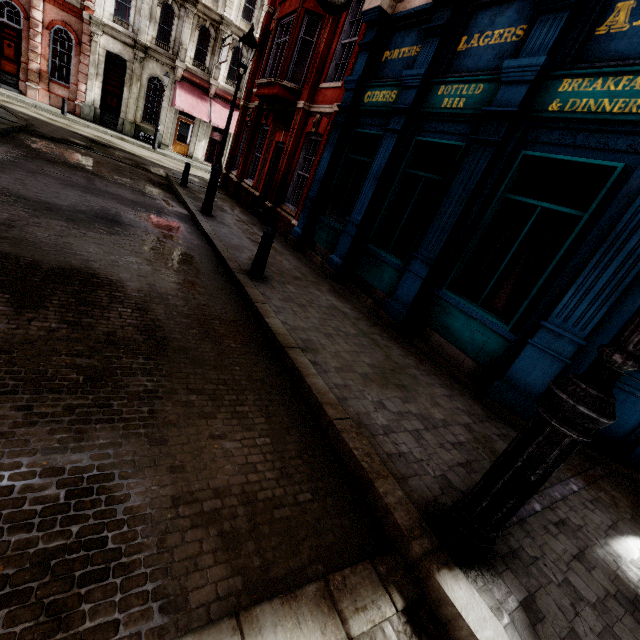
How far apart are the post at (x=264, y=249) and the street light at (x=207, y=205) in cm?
468

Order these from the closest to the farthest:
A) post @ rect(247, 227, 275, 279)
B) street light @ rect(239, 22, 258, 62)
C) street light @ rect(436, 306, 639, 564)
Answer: street light @ rect(436, 306, 639, 564) < post @ rect(247, 227, 275, 279) < street light @ rect(239, 22, 258, 62)

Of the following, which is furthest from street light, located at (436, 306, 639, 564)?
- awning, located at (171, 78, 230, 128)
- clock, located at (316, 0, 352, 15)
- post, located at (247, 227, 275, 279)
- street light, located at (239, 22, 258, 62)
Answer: awning, located at (171, 78, 230, 128)

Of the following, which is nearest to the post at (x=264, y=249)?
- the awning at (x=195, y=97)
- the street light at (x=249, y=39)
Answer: the street light at (x=249, y=39)

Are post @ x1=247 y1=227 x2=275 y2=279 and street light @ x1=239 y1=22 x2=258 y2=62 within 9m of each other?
yes

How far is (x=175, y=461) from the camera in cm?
219

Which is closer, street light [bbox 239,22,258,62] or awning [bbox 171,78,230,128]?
street light [bbox 239,22,258,62]

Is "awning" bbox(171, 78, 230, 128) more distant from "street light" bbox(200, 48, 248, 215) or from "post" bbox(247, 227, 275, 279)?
"post" bbox(247, 227, 275, 279)
